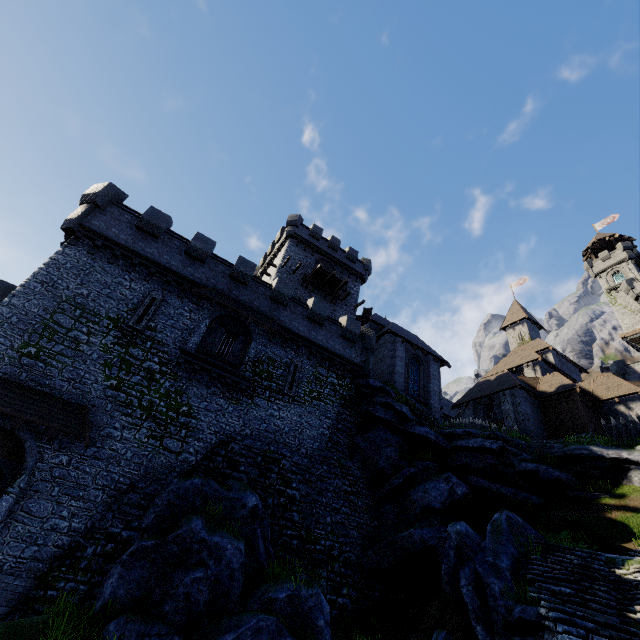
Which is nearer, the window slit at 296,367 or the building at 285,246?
the window slit at 296,367

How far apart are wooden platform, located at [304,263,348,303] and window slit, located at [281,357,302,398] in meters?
12.3 m

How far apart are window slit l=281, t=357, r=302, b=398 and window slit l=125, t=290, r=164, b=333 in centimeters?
829cm

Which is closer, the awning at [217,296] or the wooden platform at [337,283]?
the awning at [217,296]

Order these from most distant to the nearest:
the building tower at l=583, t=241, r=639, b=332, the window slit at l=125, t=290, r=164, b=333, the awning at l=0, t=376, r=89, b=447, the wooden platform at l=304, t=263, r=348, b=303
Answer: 1. the building tower at l=583, t=241, r=639, b=332
2. the wooden platform at l=304, t=263, r=348, b=303
3. the window slit at l=125, t=290, r=164, b=333
4. the awning at l=0, t=376, r=89, b=447

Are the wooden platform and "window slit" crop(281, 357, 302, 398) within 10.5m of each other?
no

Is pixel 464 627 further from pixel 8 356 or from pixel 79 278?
pixel 79 278

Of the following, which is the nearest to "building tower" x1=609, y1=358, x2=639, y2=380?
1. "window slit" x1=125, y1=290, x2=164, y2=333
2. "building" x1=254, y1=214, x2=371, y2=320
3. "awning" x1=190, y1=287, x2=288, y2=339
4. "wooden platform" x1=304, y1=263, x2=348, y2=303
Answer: "building" x1=254, y1=214, x2=371, y2=320
